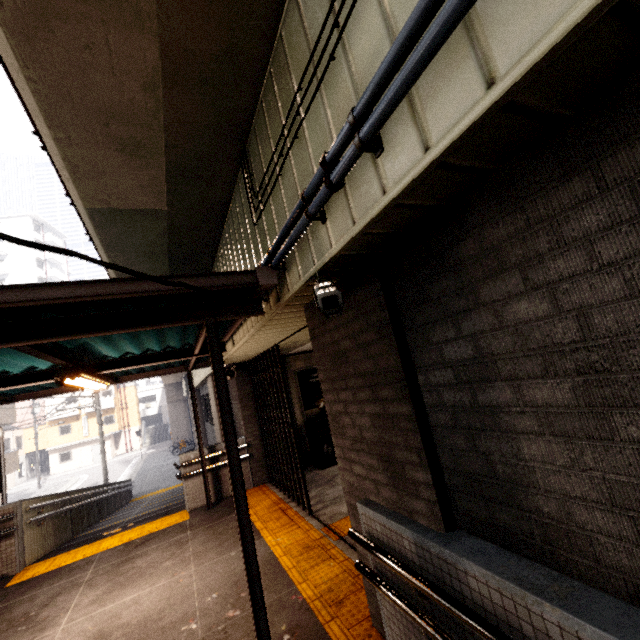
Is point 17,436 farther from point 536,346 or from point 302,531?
point 536,346

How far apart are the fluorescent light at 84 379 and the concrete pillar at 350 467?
2.7m

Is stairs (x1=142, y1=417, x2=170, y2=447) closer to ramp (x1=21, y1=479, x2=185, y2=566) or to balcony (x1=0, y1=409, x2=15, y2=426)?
balcony (x1=0, y1=409, x2=15, y2=426)

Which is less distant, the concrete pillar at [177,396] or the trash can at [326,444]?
the trash can at [326,444]

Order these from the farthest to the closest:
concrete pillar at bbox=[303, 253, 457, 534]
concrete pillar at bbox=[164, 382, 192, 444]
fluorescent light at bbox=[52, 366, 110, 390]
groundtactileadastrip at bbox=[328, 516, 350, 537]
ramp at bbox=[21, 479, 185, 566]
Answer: concrete pillar at bbox=[164, 382, 192, 444]
ramp at bbox=[21, 479, 185, 566]
groundtactileadastrip at bbox=[328, 516, 350, 537]
fluorescent light at bbox=[52, 366, 110, 390]
concrete pillar at bbox=[303, 253, 457, 534]

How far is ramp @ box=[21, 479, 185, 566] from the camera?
6.4m

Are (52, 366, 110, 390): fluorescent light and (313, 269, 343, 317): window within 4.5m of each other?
yes

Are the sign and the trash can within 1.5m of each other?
yes
